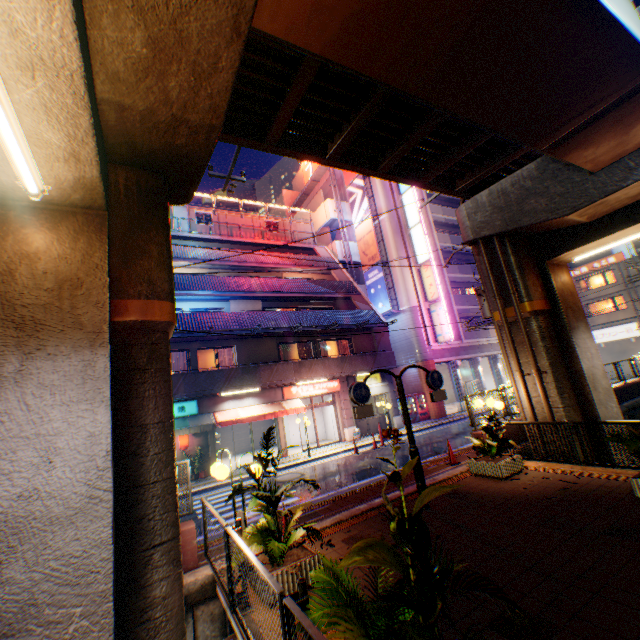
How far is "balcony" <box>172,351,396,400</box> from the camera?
16.2 meters

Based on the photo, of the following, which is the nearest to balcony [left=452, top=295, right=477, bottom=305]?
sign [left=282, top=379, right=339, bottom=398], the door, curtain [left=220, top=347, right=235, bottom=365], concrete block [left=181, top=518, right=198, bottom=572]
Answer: the door

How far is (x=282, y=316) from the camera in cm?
2053

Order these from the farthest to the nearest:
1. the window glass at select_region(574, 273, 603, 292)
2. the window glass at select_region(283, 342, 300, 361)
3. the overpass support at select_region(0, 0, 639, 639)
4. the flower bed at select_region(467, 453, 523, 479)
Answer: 1. the window glass at select_region(574, 273, 603, 292)
2. the window glass at select_region(283, 342, 300, 361)
3. the flower bed at select_region(467, 453, 523, 479)
4. the overpass support at select_region(0, 0, 639, 639)

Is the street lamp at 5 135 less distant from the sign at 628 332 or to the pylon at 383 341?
the pylon at 383 341

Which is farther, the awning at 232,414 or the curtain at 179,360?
the curtain at 179,360

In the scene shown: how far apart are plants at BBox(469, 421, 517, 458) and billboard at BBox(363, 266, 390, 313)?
17.6m

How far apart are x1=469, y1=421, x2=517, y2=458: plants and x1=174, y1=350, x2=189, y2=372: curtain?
14.0m
